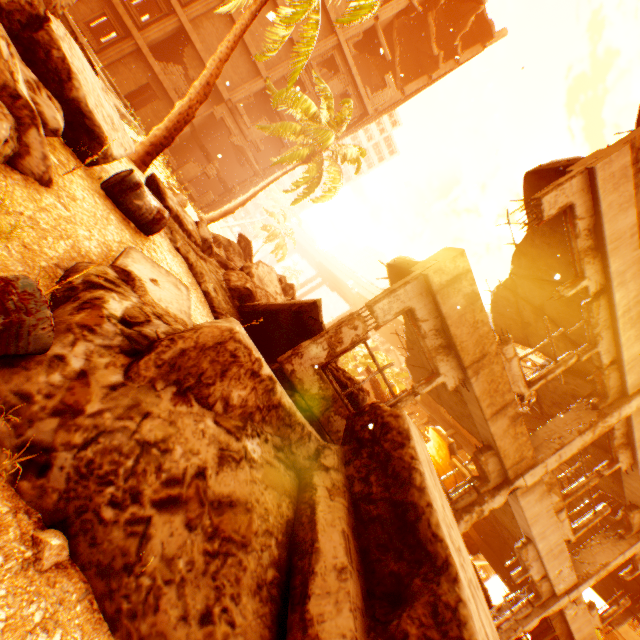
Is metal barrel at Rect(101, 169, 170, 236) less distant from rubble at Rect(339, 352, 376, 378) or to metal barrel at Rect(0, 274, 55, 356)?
metal barrel at Rect(0, 274, 55, 356)

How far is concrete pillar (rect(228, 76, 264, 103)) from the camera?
22.3m

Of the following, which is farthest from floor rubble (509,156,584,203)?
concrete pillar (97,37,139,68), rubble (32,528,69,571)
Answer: concrete pillar (97,37,139,68)

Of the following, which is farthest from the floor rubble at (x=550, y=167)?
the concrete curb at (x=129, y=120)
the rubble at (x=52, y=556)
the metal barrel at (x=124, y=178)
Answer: the concrete curb at (x=129, y=120)

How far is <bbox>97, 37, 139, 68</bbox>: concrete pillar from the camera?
20.0m

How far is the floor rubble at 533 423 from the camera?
10.68m

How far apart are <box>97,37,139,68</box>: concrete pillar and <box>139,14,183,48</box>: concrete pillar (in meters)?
0.33

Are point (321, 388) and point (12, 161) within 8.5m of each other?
yes
